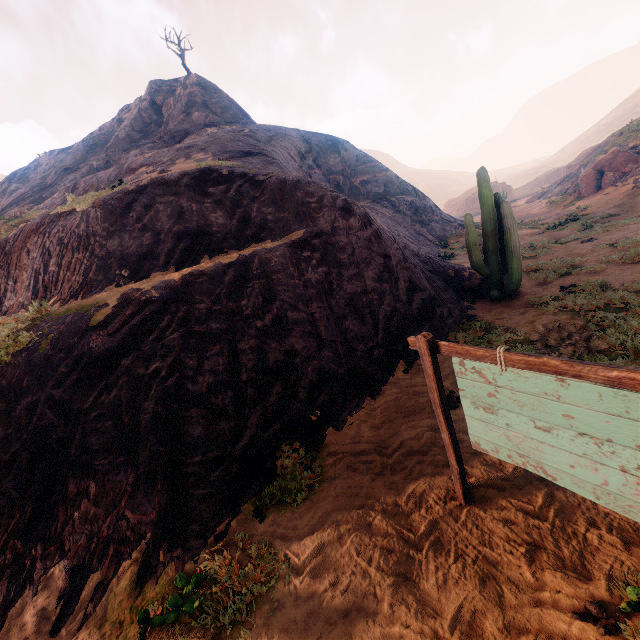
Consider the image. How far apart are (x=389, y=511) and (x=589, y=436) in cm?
259

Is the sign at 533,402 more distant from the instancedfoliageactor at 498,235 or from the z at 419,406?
the instancedfoliageactor at 498,235

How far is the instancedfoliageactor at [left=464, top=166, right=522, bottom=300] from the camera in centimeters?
947cm

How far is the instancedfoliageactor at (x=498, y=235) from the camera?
9.5 meters

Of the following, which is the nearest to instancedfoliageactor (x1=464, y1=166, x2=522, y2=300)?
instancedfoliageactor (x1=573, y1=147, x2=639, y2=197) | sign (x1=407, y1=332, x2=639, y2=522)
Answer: sign (x1=407, y1=332, x2=639, y2=522)

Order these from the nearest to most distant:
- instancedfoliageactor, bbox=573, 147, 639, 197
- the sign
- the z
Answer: the sign → the z → instancedfoliageactor, bbox=573, 147, 639, 197

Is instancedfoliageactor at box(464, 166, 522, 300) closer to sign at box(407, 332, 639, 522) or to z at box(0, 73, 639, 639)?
z at box(0, 73, 639, 639)

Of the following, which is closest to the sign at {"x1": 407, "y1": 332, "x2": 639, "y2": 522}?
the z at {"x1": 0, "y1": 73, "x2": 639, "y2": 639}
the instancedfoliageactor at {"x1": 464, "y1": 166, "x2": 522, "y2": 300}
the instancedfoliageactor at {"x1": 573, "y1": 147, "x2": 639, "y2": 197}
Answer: the z at {"x1": 0, "y1": 73, "x2": 639, "y2": 639}
